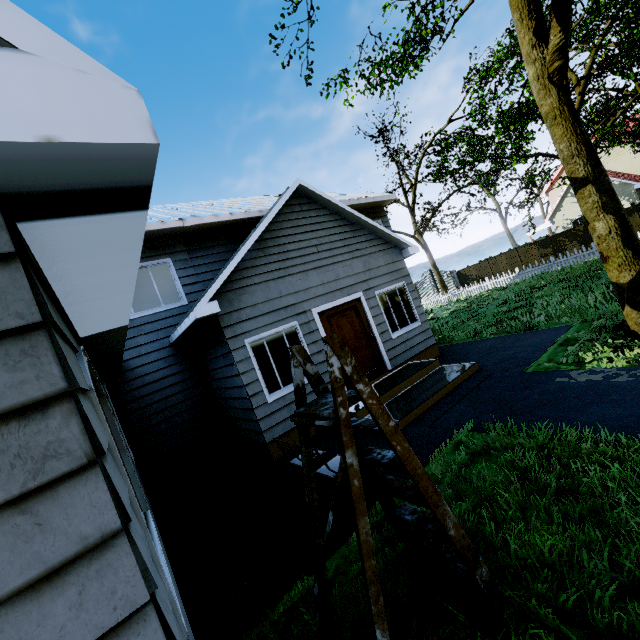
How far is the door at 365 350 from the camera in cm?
799

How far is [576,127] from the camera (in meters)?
5.52

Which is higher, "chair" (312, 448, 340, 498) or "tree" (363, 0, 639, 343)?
"tree" (363, 0, 639, 343)

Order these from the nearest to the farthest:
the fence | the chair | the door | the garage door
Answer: the garage door → the chair → the door → the fence

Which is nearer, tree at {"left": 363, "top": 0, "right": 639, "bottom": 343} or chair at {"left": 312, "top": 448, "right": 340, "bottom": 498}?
chair at {"left": 312, "top": 448, "right": 340, "bottom": 498}

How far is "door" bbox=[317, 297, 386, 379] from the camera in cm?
799

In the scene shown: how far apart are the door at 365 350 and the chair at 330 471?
3.06m

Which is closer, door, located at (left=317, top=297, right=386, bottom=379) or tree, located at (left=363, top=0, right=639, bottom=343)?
tree, located at (left=363, top=0, right=639, bottom=343)
